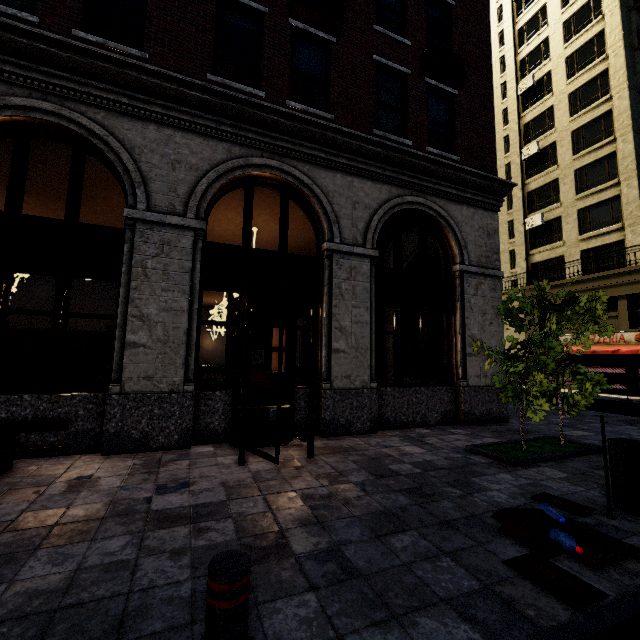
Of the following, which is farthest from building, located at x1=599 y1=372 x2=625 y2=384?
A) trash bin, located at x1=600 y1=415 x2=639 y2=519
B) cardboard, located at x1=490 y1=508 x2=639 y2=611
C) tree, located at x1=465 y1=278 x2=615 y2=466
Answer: trash bin, located at x1=600 y1=415 x2=639 y2=519

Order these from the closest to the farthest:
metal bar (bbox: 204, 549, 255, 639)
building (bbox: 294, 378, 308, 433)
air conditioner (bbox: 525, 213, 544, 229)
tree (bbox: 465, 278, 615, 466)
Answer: metal bar (bbox: 204, 549, 255, 639), tree (bbox: 465, 278, 615, 466), building (bbox: 294, 378, 308, 433), air conditioner (bbox: 525, 213, 544, 229)

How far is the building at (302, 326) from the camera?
20.48m

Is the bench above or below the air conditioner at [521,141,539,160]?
below

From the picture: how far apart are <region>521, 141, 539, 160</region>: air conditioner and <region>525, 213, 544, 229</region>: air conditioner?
5.02m

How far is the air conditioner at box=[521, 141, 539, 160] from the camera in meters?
25.5

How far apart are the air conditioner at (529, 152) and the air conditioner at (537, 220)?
5.02m

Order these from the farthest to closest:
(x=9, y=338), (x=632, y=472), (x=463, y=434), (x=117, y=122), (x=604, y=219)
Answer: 1. (x=604, y=219)
2. (x=9, y=338)
3. (x=463, y=434)
4. (x=117, y=122)
5. (x=632, y=472)
